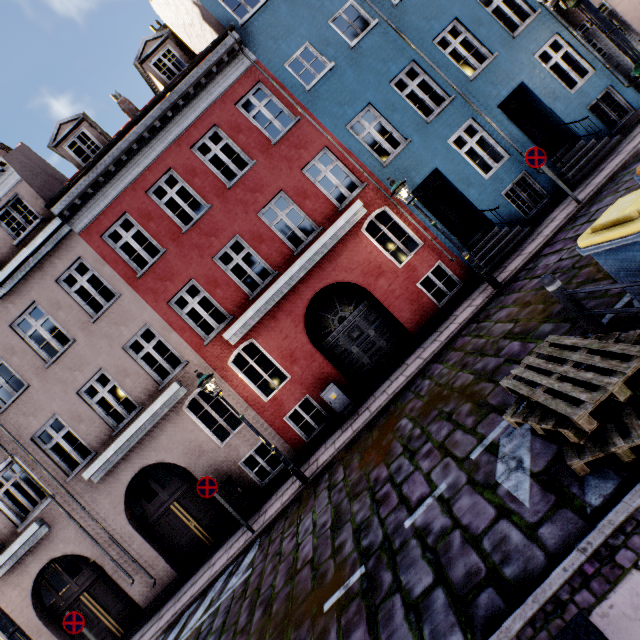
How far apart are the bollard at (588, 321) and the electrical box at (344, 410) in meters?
6.5

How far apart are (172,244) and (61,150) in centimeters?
525cm

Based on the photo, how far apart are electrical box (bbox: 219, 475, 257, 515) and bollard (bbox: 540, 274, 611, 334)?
9.5m

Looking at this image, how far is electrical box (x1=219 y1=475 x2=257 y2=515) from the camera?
9.6 meters

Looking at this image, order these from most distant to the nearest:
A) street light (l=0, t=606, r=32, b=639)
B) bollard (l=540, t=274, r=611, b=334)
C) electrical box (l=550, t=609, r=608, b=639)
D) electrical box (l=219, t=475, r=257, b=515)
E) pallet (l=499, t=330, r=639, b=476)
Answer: electrical box (l=219, t=475, r=257, b=515) → bollard (l=540, t=274, r=611, b=334) → pallet (l=499, t=330, r=639, b=476) → street light (l=0, t=606, r=32, b=639) → electrical box (l=550, t=609, r=608, b=639)

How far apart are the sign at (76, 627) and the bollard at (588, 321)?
12.33m

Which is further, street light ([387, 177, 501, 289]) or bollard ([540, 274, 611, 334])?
street light ([387, 177, 501, 289])

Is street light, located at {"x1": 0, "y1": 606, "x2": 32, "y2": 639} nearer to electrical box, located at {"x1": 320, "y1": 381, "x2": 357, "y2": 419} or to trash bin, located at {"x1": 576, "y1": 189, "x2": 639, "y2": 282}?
trash bin, located at {"x1": 576, "y1": 189, "x2": 639, "y2": 282}
